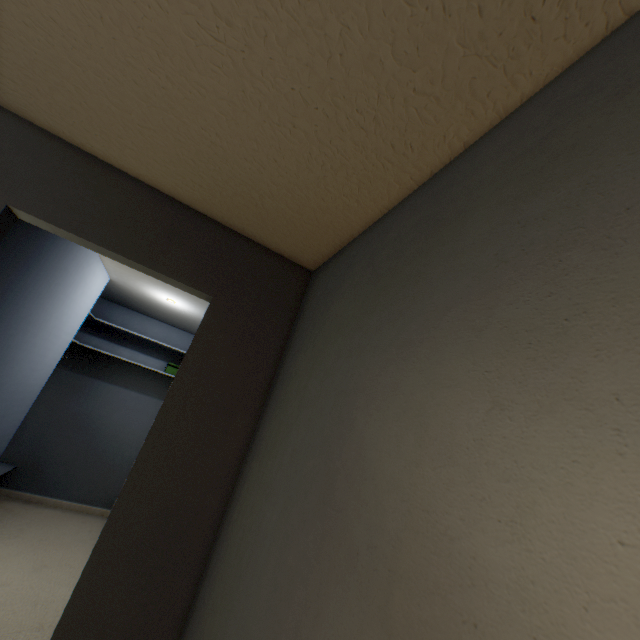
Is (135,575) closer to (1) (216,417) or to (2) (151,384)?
(1) (216,417)
